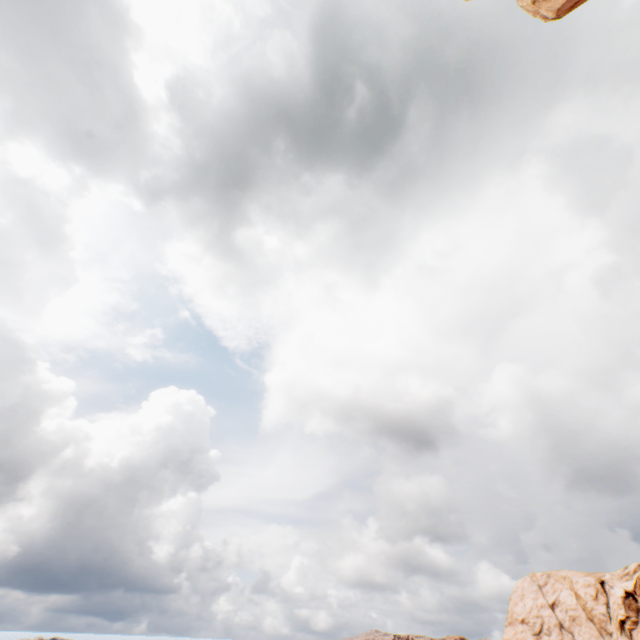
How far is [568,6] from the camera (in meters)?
14.62

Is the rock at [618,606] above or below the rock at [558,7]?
below

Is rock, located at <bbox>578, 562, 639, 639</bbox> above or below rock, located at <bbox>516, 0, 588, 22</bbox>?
below

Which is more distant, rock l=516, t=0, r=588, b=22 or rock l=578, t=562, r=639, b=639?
rock l=578, t=562, r=639, b=639

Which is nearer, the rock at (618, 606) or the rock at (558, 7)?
the rock at (558, 7)
